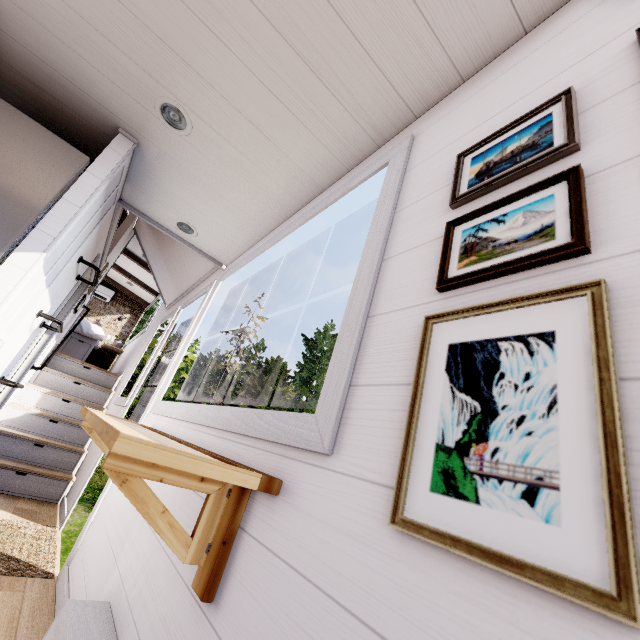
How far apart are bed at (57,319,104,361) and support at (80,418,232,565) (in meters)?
6.19

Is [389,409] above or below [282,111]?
below

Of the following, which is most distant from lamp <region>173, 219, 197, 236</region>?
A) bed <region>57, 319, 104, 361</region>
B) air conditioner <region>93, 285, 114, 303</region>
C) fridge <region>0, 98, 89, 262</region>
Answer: air conditioner <region>93, 285, 114, 303</region>

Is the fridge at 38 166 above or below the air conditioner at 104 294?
below

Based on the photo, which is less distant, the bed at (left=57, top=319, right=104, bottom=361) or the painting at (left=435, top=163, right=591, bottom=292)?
the painting at (left=435, top=163, right=591, bottom=292)

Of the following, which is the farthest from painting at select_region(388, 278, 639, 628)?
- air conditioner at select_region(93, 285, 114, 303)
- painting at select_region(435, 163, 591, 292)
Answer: air conditioner at select_region(93, 285, 114, 303)

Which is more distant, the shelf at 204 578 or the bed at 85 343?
the bed at 85 343

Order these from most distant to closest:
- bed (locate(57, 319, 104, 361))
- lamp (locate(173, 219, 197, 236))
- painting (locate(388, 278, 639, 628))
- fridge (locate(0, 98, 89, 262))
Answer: bed (locate(57, 319, 104, 361)) → lamp (locate(173, 219, 197, 236)) → fridge (locate(0, 98, 89, 262)) → painting (locate(388, 278, 639, 628))
